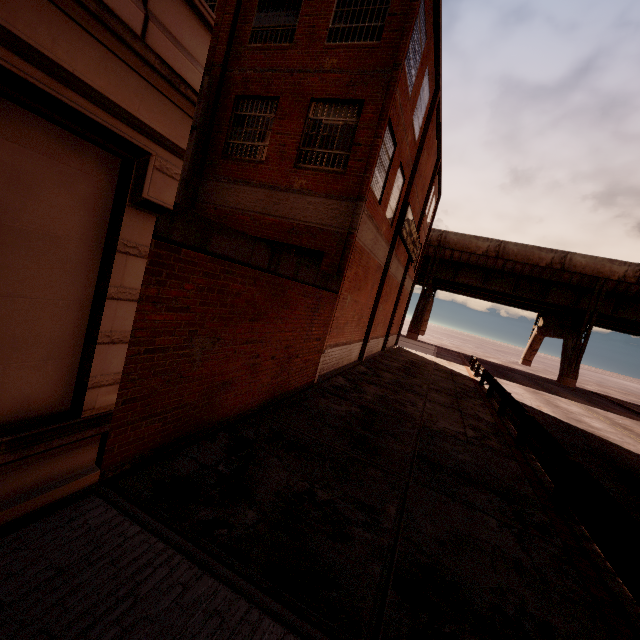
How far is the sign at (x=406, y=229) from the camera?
15.81m

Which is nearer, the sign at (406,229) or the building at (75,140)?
the building at (75,140)

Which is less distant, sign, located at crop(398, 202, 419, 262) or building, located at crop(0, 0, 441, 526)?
building, located at crop(0, 0, 441, 526)

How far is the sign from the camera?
15.8 meters

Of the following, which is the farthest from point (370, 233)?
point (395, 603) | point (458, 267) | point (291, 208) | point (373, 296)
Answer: point (458, 267)
